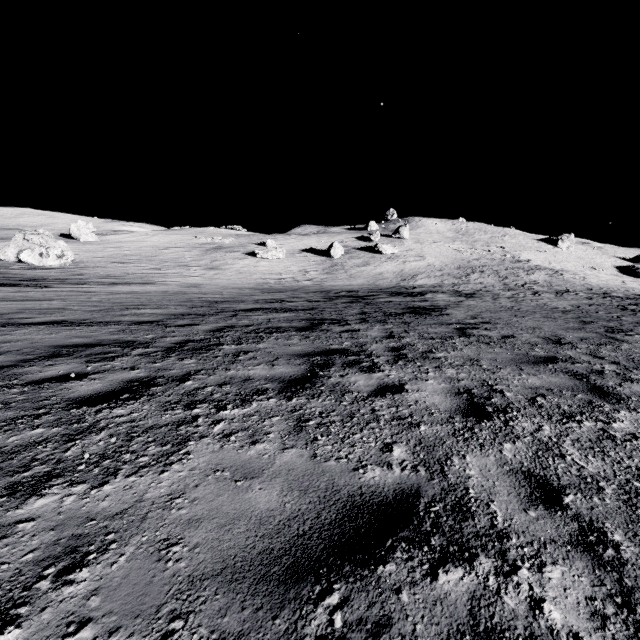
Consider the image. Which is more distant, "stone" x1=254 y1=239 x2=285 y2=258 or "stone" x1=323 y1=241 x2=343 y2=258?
"stone" x1=323 y1=241 x2=343 y2=258

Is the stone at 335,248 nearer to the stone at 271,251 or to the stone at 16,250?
the stone at 271,251

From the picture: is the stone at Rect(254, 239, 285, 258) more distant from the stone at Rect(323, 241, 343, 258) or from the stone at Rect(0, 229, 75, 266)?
the stone at Rect(0, 229, 75, 266)

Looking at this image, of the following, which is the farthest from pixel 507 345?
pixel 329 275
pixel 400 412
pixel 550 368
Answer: pixel 329 275

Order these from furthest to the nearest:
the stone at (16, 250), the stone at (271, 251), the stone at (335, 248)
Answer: the stone at (335, 248) < the stone at (271, 251) < the stone at (16, 250)

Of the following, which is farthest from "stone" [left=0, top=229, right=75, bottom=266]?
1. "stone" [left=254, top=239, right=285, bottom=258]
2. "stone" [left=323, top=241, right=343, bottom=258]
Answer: "stone" [left=323, top=241, right=343, bottom=258]

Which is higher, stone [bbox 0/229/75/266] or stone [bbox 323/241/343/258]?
stone [bbox 323/241/343/258]
